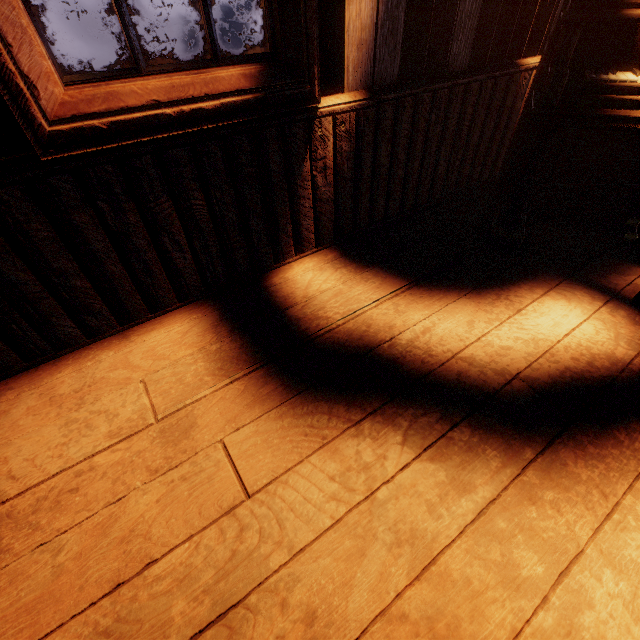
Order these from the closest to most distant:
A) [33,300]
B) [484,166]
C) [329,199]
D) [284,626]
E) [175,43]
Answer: [284,626] → [33,300] → [329,199] → [484,166] → [175,43]

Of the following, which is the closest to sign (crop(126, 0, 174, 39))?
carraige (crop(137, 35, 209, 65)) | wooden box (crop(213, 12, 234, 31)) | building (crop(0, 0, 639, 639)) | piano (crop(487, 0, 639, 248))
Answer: carraige (crop(137, 35, 209, 65))

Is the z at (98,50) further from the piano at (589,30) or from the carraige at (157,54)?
the piano at (589,30)

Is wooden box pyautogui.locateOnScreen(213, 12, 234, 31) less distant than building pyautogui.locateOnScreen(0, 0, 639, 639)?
No

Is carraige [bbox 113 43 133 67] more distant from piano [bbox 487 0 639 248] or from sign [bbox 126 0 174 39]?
piano [bbox 487 0 639 248]

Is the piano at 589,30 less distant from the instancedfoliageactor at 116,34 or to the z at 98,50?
the z at 98,50

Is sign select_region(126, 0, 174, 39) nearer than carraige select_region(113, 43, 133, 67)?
No

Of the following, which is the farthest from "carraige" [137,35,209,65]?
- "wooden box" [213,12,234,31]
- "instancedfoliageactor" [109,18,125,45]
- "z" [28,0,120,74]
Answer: "wooden box" [213,12,234,31]
